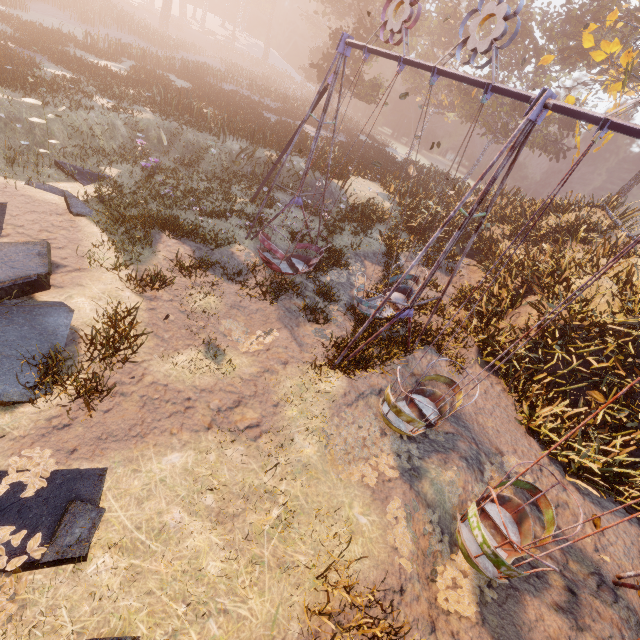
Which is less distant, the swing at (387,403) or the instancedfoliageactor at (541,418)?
the swing at (387,403)

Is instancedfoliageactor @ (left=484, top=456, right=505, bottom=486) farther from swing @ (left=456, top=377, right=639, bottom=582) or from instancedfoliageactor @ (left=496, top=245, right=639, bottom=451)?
instancedfoliageactor @ (left=496, top=245, right=639, bottom=451)

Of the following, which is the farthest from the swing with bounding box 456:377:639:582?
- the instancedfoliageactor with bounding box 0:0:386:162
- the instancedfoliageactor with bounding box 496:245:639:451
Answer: the instancedfoliageactor with bounding box 0:0:386:162

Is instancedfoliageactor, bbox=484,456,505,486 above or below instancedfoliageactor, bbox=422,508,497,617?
above

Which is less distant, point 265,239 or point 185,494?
point 185,494

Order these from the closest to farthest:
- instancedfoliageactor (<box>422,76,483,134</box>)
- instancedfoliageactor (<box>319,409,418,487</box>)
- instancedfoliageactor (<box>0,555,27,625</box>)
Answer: instancedfoliageactor (<box>0,555,27,625</box>), instancedfoliageactor (<box>319,409,418,487</box>), instancedfoliageactor (<box>422,76,483,134</box>)

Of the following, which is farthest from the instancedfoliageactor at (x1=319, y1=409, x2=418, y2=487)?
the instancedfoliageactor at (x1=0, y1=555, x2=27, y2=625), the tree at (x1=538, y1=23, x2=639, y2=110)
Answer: the tree at (x1=538, y1=23, x2=639, y2=110)

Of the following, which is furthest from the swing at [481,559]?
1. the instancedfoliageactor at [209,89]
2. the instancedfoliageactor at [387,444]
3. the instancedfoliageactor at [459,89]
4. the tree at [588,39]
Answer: the instancedfoliageactor at [459,89]
